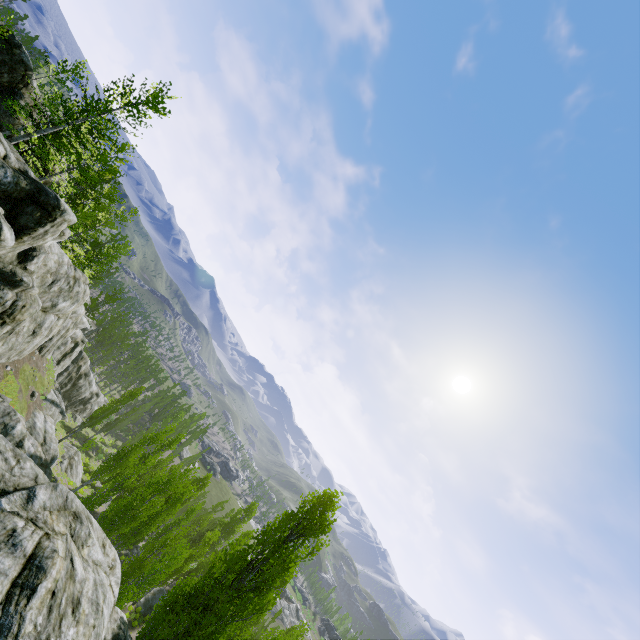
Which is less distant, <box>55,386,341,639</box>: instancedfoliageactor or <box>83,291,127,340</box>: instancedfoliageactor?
<box>55,386,341,639</box>: instancedfoliageactor

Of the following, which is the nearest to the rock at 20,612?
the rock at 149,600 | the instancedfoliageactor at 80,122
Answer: the instancedfoliageactor at 80,122

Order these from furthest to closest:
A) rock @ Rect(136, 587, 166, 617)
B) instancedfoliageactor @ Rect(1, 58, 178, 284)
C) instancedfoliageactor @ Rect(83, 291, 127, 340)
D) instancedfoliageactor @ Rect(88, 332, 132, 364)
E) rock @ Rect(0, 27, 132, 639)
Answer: instancedfoliageactor @ Rect(88, 332, 132, 364) → instancedfoliageactor @ Rect(83, 291, 127, 340) → rock @ Rect(136, 587, 166, 617) → instancedfoliageactor @ Rect(1, 58, 178, 284) → rock @ Rect(0, 27, 132, 639)

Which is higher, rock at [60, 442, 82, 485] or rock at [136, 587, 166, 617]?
rock at [136, 587, 166, 617]

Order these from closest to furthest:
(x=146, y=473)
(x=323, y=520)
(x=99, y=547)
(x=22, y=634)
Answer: (x=22, y=634) → (x=99, y=547) → (x=323, y=520) → (x=146, y=473)

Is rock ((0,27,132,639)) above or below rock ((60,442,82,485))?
above

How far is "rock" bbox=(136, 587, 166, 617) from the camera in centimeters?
3338cm

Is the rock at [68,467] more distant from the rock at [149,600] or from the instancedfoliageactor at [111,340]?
the rock at [149,600]
